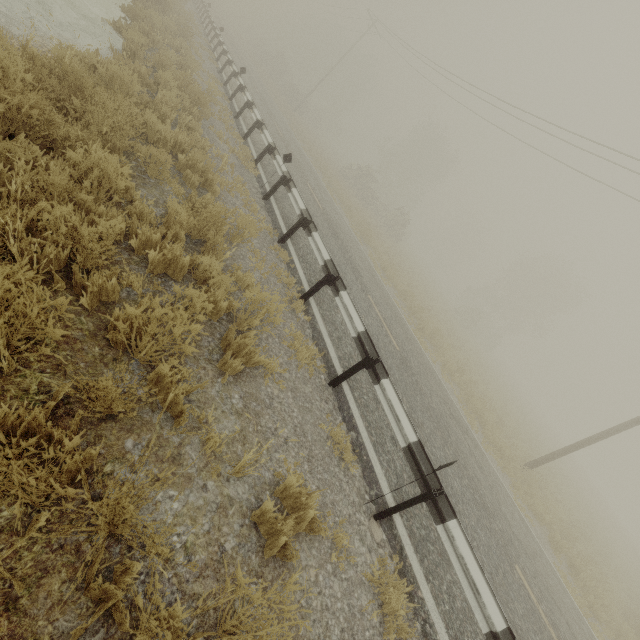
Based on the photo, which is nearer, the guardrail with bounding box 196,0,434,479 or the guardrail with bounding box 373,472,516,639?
the guardrail with bounding box 373,472,516,639

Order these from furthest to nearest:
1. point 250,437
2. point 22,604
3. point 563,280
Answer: point 563,280, point 250,437, point 22,604

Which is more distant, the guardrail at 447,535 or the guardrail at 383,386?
the guardrail at 383,386
